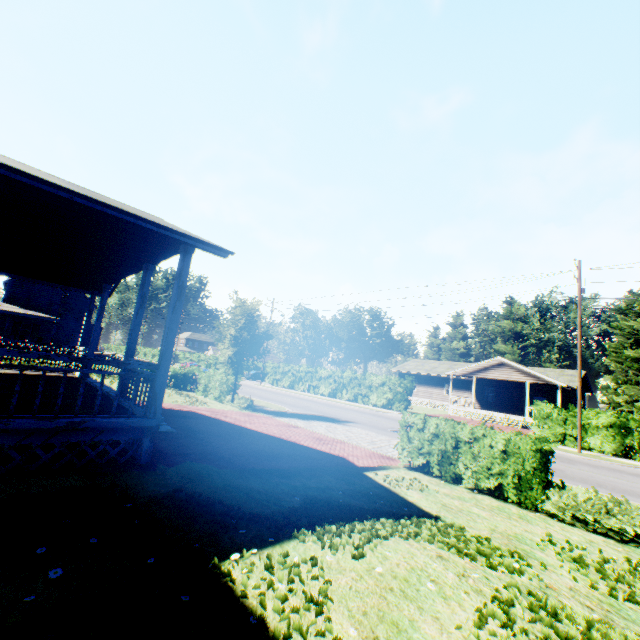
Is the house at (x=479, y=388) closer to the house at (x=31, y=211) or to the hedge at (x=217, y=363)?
the hedge at (x=217, y=363)

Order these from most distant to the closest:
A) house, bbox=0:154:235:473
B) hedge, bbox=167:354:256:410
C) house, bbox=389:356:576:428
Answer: house, bbox=389:356:576:428 < hedge, bbox=167:354:256:410 < house, bbox=0:154:235:473

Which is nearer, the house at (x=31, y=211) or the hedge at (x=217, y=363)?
the house at (x=31, y=211)

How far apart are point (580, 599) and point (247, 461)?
6.0m

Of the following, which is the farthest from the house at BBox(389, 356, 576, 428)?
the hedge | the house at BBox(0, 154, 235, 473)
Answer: the house at BBox(0, 154, 235, 473)

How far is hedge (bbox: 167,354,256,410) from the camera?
19.27m

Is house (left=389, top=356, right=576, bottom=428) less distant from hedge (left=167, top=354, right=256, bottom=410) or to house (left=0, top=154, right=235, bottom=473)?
hedge (left=167, top=354, right=256, bottom=410)
